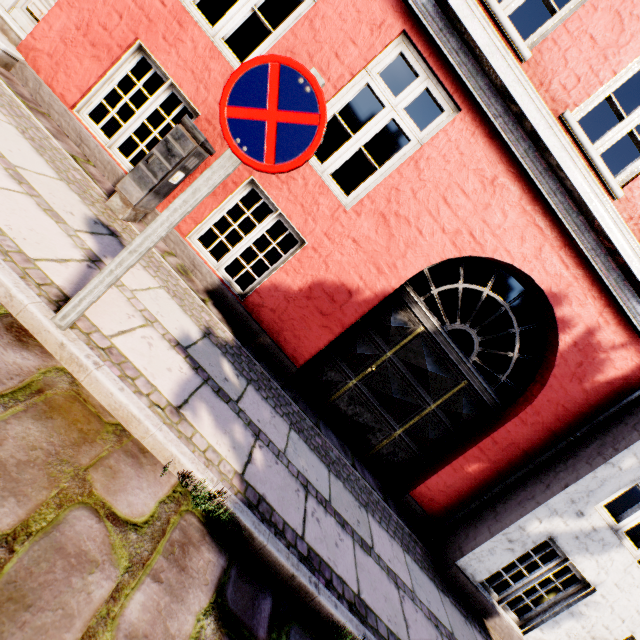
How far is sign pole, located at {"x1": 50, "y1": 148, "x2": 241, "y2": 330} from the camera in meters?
1.7 m

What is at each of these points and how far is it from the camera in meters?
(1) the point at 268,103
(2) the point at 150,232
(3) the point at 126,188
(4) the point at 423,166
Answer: (1) sign, 1.6
(2) sign pole, 1.7
(3) electrical box, 3.4
(4) building, 4.0

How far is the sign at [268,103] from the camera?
1.57m

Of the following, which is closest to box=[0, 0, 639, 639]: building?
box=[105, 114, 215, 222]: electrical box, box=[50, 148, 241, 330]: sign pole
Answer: box=[105, 114, 215, 222]: electrical box

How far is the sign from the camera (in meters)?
1.57

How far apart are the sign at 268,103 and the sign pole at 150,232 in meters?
0.0

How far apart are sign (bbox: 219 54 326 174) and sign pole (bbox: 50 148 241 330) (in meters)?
0.03

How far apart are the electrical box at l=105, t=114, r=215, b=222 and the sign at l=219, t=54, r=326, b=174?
2.0 meters
